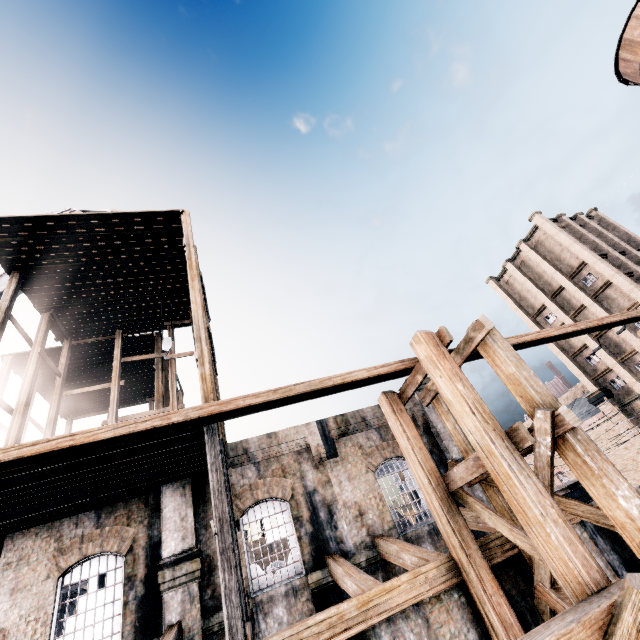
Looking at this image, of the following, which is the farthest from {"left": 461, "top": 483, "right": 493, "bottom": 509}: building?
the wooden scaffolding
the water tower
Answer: the water tower

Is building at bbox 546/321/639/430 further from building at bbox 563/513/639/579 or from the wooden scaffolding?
the wooden scaffolding

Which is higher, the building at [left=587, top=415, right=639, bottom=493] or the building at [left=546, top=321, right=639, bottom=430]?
the building at [left=546, top=321, right=639, bottom=430]

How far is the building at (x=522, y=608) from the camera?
8.0m

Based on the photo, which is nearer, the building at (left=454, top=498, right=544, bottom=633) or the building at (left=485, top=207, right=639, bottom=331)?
the building at (left=454, top=498, right=544, bottom=633)

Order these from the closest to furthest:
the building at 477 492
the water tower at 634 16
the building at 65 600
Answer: the building at 65 600, the building at 477 492, the water tower at 634 16

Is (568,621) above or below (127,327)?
below
